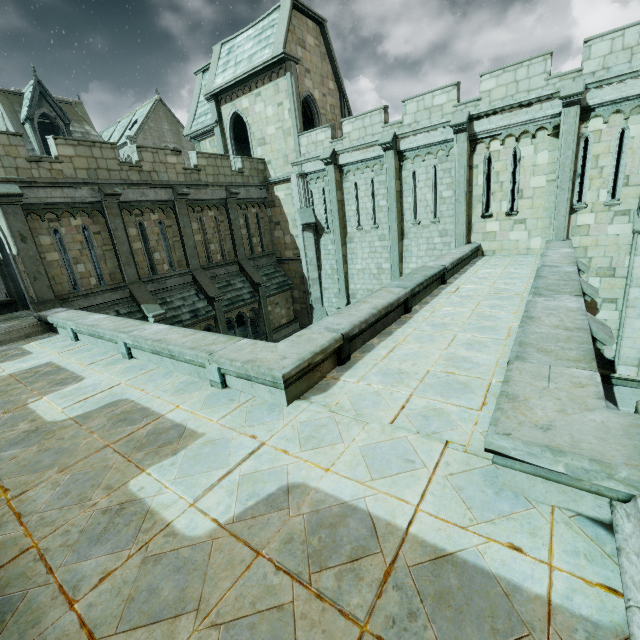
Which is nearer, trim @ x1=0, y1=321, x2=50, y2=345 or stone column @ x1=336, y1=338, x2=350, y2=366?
stone column @ x1=336, y1=338, x2=350, y2=366

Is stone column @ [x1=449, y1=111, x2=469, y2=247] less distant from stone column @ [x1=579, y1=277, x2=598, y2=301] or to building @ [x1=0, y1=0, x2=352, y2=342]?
building @ [x1=0, y1=0, x2=352, y2=342]

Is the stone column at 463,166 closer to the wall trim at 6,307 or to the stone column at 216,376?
the stone column at 216,376

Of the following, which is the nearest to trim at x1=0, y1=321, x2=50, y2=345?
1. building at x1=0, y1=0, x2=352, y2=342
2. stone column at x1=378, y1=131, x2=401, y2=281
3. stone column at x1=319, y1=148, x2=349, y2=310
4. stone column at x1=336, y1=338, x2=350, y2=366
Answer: building at x1=0, y1=0, x2=352, y2=342

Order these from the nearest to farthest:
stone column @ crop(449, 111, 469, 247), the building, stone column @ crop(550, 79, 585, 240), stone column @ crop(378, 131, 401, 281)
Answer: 1. stone column @ crop(550, 79, 585, 240)
2. the building
3. stone column @ crop(449, 111, 469, 247)
4. stone column @ crop(378, 131, 401, 281)

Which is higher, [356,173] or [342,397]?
[356,173]

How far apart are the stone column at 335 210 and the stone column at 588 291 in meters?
11.0 m

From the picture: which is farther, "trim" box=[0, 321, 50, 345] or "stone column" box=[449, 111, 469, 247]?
"stone column" box=[449, 111, 469, 247]
